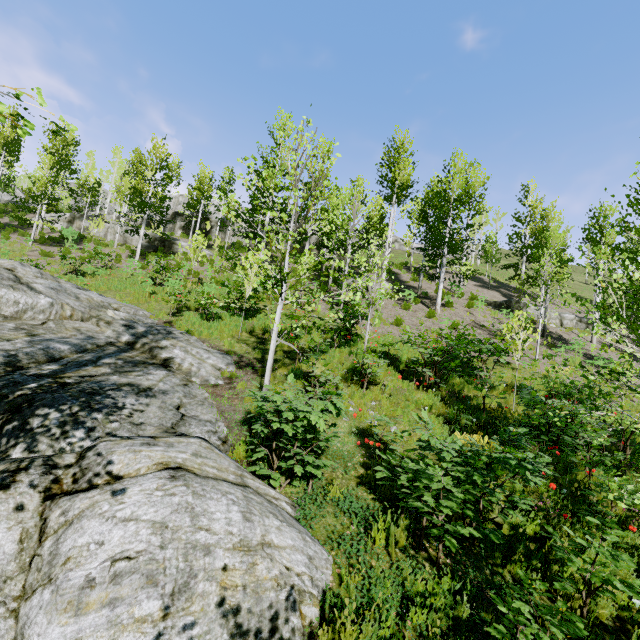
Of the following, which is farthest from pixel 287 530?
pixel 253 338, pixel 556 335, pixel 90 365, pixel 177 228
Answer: pixel 177 228

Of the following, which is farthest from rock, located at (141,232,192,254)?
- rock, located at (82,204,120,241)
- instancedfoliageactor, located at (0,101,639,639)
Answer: rock, located at (82,204,120,241)

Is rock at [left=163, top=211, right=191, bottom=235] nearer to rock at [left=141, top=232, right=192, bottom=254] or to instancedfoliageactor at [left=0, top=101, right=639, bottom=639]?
rock at [left=141, top=232, right=192, bottom=254]

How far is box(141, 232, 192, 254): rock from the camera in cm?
2820

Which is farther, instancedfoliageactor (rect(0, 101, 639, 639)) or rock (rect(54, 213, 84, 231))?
rock (rect(54, 213, 84, 231))

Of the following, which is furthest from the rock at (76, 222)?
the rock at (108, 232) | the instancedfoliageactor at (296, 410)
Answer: the rock at (108, 232)

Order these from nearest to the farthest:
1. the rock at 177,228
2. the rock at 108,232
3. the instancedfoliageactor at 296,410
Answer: the instancedfoliageactor at 296,410 < the rock at 108,232 < the rock at 177,228
